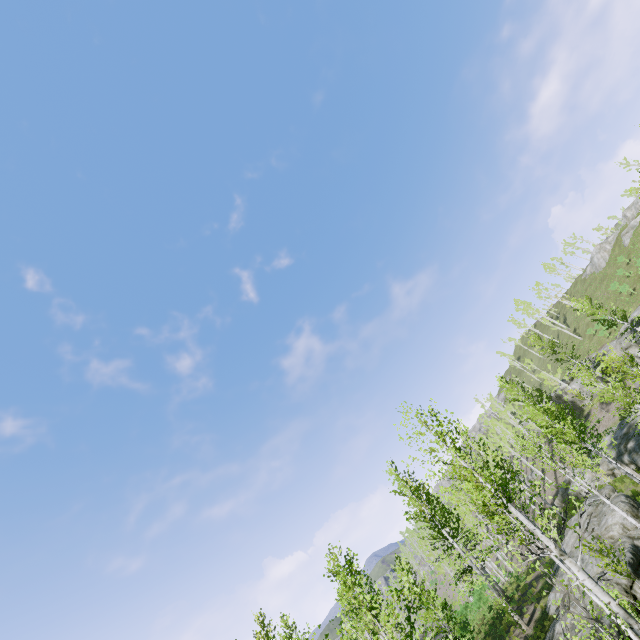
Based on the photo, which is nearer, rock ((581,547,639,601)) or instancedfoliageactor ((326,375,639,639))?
instancedfoliageactor ((326,375,639,639))

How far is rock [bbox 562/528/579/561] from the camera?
20.79m

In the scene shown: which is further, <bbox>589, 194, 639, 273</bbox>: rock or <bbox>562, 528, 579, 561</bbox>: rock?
<bbox>589, 194, 639, 273</bbox>: rock

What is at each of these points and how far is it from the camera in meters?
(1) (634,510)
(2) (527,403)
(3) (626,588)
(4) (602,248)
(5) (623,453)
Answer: (1) rock, 19.7
(2) instancedfoliageactor, 21.3
(3) rock, 15.2
(4) rock, 55.1
(5) rock, 28.2

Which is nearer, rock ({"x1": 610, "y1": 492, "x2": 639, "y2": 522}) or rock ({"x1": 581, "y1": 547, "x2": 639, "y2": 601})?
rock ({"x1": 581, "y1": 547, "x2": 639, "y2": 601})

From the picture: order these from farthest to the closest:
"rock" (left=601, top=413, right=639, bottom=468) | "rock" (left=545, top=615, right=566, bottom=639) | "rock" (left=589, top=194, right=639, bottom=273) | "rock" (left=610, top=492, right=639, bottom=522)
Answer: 1. "rock" (left=589, top=194, right=639, bottom=273)
2. "rock" (left=601, top=413, right=639, bottom=468)
3. "rock" (left=610, top=492, right=639, bottom=522)
4. "rock" (left=545, top=615, right=566, bottom=639)

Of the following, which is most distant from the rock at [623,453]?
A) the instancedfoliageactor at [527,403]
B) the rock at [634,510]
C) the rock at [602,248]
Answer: the rock at [602,248]

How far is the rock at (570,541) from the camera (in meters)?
20.79
